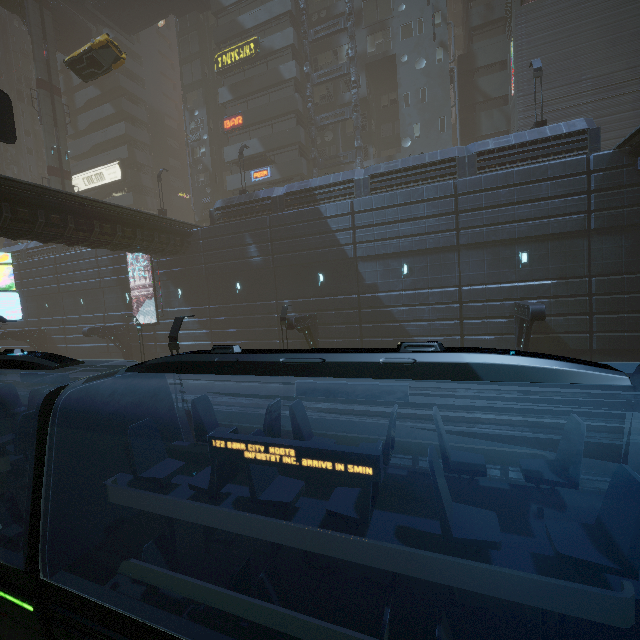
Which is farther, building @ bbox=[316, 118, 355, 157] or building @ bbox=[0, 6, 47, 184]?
building @ bbox=[0, 6, 47, 184]

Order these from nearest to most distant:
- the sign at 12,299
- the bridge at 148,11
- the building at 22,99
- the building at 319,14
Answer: the sign at 12,299 → the building at 319,14 → the bridge at 148,11 → the building at 22,99

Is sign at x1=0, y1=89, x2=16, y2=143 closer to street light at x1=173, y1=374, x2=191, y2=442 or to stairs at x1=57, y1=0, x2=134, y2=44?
street light at x1=173, y1=374, x2=191, y2=442

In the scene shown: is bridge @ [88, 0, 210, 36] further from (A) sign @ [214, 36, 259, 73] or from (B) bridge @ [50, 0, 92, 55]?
(B) bridge @ [50, 0, 92, 55]

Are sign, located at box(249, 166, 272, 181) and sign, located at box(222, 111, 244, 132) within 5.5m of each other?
yes

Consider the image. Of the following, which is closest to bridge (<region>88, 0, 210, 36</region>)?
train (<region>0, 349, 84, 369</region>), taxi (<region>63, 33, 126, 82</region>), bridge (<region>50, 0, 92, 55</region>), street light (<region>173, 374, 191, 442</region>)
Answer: bridge (<region>50, 0, 92, 55</region>)

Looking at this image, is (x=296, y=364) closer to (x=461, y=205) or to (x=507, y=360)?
(x=507, y=360)

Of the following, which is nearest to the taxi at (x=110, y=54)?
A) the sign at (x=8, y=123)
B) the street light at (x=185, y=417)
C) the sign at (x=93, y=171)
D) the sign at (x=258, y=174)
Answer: the sign at (x=93, y=171)
